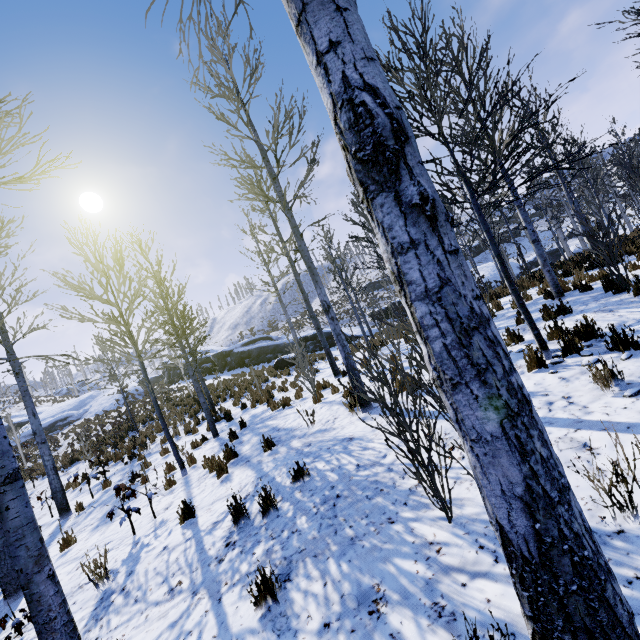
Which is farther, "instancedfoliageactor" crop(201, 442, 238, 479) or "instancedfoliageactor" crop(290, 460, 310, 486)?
"instancedfoliageactor" crop(201, 442, 238, 479)

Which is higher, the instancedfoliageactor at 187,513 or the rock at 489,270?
the rock at 489,270

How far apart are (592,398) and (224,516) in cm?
504

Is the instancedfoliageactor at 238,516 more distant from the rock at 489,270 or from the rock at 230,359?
the rock at 489,270

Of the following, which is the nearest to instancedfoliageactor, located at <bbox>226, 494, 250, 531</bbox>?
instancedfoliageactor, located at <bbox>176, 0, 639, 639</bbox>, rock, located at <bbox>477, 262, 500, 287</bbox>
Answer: instancedfoliageactor, located at <bbox>176, 0, 639, 639</bbox>

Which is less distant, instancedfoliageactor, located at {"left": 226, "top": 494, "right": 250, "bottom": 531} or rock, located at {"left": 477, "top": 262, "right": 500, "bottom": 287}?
instancedfoliageactor, located at {"left": 226, "top": 494, "right": 250, "bottom": 531}

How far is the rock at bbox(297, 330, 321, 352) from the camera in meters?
26.2 m
